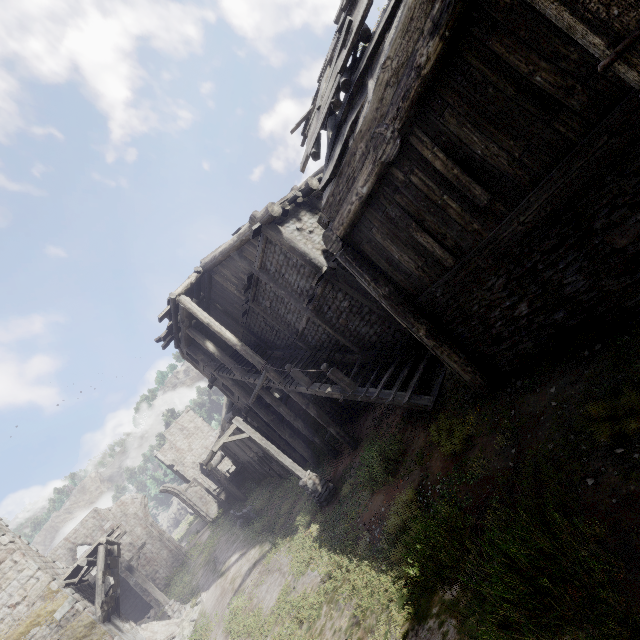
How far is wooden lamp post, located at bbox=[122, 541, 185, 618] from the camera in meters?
18.7 m

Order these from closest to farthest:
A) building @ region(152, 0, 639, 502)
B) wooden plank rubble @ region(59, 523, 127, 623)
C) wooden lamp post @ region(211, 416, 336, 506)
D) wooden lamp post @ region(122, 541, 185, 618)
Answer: building @ region(152, 0, 639, 502)
wooden lamp post @ region(211, 416, 336, 506)
wooden plank rubble @ region(59, 523, 127, 623)
wooden lamp post @ region(122, 541, 185, 618)

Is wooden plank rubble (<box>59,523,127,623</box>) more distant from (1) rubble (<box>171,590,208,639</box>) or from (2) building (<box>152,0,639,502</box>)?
(1) rubble (<box>171,590,208,639</box>)

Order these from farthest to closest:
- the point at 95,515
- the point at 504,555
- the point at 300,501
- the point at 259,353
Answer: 1. the point at 95,515
2. the point at 259,353
3. the point at 300,501
4. the point at 504,555

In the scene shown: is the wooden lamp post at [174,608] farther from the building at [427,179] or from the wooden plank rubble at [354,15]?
the wooden plank rubble at [354,15]

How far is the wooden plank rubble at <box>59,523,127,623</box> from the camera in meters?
13.6

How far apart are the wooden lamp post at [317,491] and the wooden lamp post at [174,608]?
13.2 meters

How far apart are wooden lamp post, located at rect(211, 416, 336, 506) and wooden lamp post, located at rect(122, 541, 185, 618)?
13.21m
